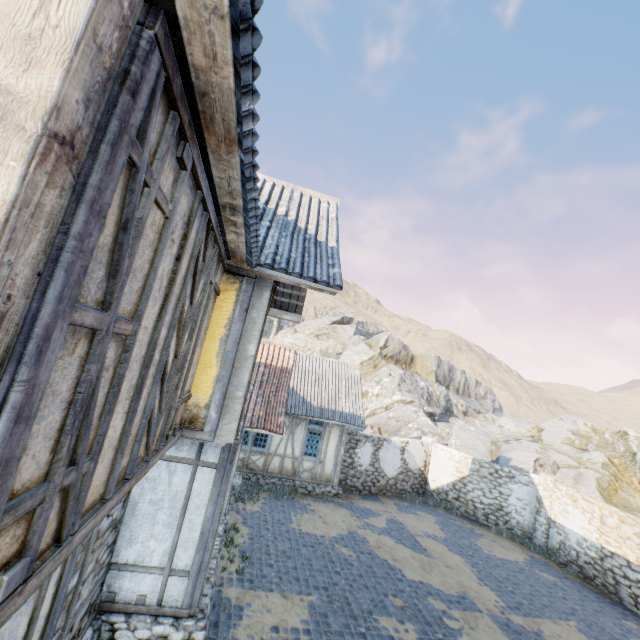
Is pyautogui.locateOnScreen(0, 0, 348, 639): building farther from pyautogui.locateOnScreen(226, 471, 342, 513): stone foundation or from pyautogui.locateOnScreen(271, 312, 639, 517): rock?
pyautogui.locateOnScreen(271, 312, 639, 517): rock

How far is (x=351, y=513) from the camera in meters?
13.8 m

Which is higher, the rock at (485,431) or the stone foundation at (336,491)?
the rock at (485,431)

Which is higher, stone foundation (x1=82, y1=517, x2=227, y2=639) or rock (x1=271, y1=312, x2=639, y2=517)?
rock (x1=271, y1=312, x2=639, y2=517)

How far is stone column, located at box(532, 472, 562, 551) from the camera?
14.23m

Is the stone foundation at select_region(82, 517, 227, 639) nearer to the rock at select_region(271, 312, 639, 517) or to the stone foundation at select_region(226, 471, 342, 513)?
the stone foundation at select_region(226, 471, 342, 513)

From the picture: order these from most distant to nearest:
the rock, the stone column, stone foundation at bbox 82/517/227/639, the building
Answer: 1. the rock
2. the stone column
3. stone foundation at bbox 82/517/227/639
4. the building

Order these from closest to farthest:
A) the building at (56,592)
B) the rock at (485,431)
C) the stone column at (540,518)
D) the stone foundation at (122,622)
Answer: the building at (56,592) → the stone foundation at (122,622) → the stone column at (540,518) → the rock at (485,431)
